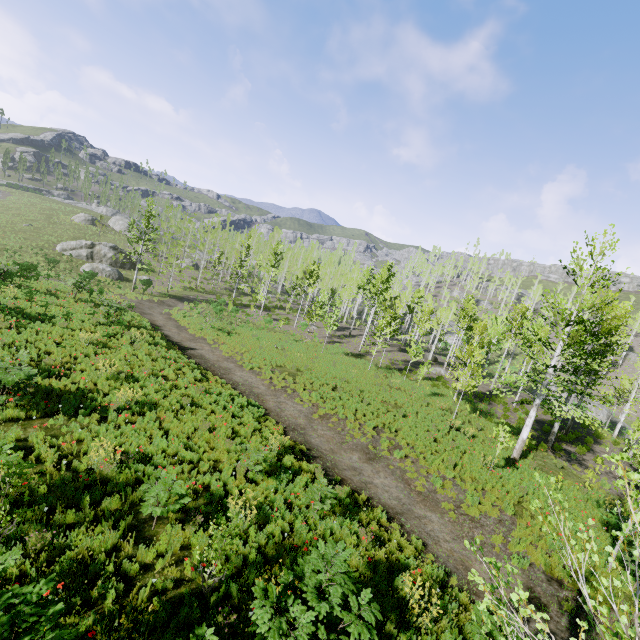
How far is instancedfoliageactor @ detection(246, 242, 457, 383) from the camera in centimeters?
2902cm

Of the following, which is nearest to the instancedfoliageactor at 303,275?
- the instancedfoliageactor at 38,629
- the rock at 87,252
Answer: the instancedfoliageactor at 38,629

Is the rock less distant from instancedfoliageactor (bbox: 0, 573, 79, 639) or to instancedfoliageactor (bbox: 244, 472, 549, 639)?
instancedfoliageactor (bbox: 244, 472, 549, 639)

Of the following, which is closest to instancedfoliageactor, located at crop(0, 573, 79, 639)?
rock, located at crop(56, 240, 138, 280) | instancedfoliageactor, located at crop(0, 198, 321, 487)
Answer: instancedfoliageactor, located at crop(0, 198, 321, 487)

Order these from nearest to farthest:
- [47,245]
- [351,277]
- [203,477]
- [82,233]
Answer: [203,477], [47,245], [82,233], [351,277]

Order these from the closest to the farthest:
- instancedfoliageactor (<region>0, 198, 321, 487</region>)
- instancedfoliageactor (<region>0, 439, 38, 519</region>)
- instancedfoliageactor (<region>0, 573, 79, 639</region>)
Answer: instancedfoliageactor (<region>0, 573, 79, 639</region>) < instancedfoliageactor (<region>0, 439, 38, 519</region>) < instancedfoliageactor (<region>0, 198, 321, 487</region>)
